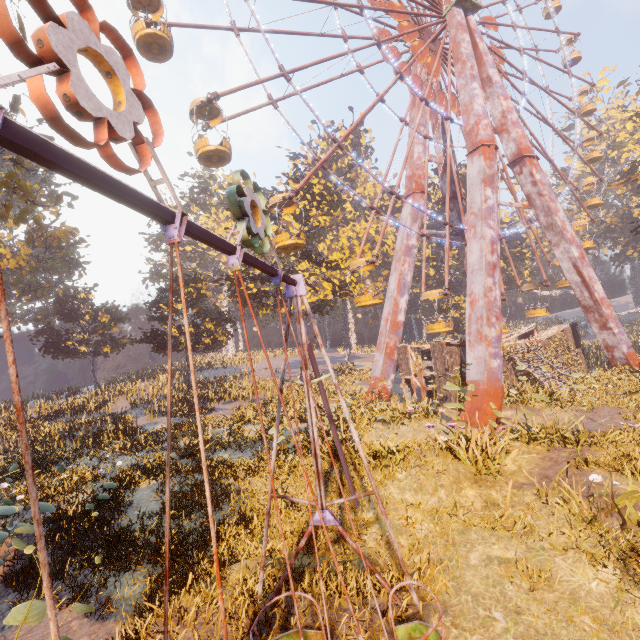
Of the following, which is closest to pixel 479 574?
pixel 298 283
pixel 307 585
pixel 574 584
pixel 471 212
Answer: pixel 574 584

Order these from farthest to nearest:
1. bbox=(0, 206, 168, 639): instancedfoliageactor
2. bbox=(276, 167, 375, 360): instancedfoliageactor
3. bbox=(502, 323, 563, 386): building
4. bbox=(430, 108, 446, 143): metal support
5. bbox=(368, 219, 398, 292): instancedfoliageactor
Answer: bbox=(368, 219, 398, 292): instancedfoliageactor → bbox=(430, 108, 446, 143): metal support → bbox=(276, 167, 375, 360): instancedfoliageactor → bbox=(502, 323, 563, 386): building → bbox=(0, 206, 168, 639): instancedfoliageactor

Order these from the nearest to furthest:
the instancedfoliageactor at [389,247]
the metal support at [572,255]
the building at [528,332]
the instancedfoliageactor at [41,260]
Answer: the instancedfoliageactor at [41,260] < the metal support at [572,255] < the building at [528,332] < the instancedfoliageactor at [389,247]

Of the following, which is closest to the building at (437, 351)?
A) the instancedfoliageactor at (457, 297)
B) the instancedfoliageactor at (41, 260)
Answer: the instancedfoliageactor at (41, 260)

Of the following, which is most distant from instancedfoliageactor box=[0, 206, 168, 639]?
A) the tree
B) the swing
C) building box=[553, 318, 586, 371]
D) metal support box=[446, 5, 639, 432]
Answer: building box=[553, 318, 586, 371]

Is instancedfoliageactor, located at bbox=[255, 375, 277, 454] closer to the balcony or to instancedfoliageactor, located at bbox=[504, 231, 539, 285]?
the balcony

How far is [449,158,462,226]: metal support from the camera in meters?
26.4

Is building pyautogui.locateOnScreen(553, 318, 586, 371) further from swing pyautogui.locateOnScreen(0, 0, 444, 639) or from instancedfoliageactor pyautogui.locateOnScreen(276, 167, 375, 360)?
swing pyautogui.locateOnScreen(0, 0, 444, 639)
